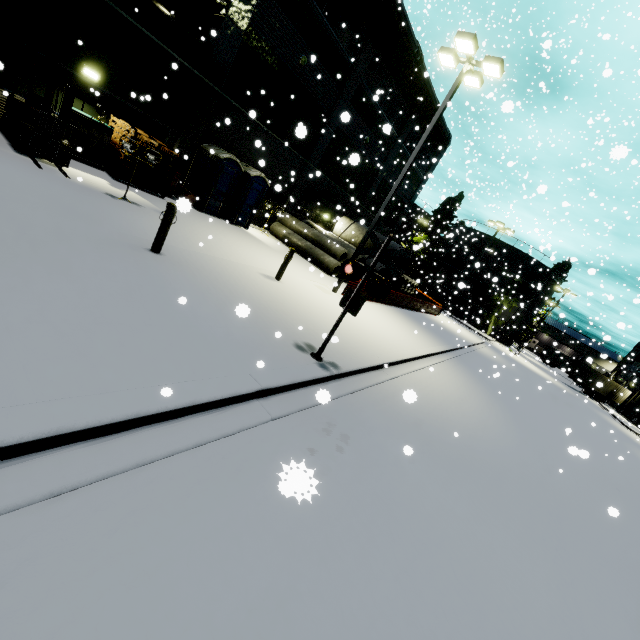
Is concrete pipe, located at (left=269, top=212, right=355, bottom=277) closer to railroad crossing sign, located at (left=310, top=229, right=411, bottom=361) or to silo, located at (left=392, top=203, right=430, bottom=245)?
silo, located at (left=392, top=203, right=430, bottom=245)

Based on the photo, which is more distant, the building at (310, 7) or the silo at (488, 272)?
the silo at (488, 272)

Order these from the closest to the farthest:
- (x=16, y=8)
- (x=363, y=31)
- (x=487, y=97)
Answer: (x=16, y=8), (x=363, y=31), (x=487, y=97)

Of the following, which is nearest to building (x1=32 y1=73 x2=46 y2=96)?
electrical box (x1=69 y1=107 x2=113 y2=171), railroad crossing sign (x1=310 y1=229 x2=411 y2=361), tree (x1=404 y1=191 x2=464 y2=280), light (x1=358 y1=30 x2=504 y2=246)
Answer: tree (x1=404 y1=191 x2=464 y2=280)

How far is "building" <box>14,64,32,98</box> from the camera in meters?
10.5

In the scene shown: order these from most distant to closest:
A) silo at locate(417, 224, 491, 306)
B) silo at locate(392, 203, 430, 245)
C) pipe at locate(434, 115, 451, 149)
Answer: silo at locate(392, 203, 430, 245), silo at locate(417, 224, 491, 306), pipe at locate(434, 115, 451, 149)

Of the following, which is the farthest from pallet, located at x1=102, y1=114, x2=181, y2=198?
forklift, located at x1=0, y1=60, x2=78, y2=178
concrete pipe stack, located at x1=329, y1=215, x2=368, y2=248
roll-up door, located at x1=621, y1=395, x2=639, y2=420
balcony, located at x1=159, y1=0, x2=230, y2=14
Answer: roll-up door, located at x1=621, y1=395, x2=639, y2=420

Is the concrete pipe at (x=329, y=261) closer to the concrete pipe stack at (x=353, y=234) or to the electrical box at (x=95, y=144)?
the concrete pipe stack at (x=353, y=234)
